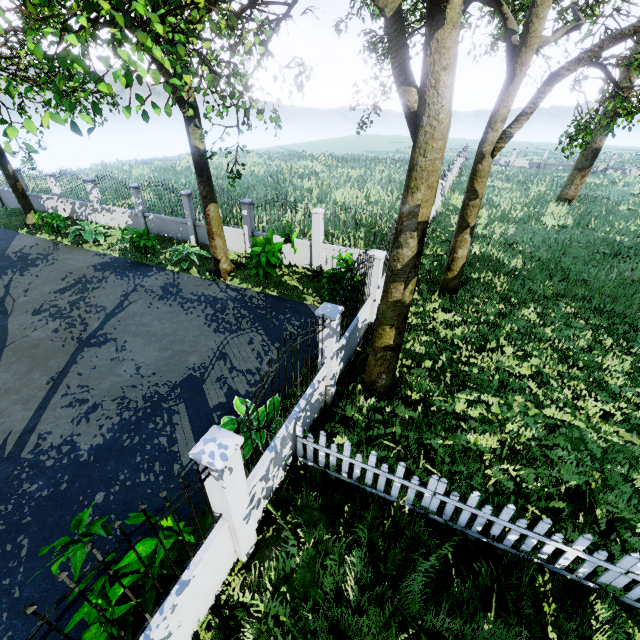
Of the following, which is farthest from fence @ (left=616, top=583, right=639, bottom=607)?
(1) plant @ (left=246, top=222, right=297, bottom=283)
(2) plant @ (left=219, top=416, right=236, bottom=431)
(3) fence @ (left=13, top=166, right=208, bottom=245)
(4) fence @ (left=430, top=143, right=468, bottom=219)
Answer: (1) plant @ (left=246, top=222, right=297, bottom=283)

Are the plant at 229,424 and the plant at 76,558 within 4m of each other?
yes

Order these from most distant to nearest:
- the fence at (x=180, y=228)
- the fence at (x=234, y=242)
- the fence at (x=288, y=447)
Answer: the fence at (x=180, y=228) < the fence at (x=234, y=242) < the fence at (x=288, y=447)

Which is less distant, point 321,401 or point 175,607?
point 175,607

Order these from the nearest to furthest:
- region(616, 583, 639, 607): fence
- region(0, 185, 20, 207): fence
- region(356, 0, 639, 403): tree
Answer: region(616, 583, 639, 607): fence, region(356, 0, 639, 403): tree, region(0, 185, 20, 207): fence

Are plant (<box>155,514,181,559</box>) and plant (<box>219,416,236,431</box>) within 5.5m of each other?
yes

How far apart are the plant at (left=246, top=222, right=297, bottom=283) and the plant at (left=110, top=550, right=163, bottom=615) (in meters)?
7.69

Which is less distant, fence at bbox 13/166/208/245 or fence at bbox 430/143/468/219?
fence at bbox 13/166/208/245
